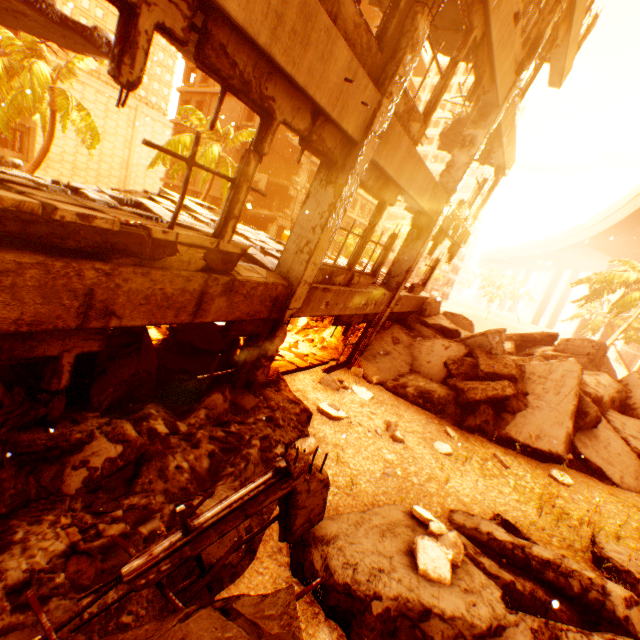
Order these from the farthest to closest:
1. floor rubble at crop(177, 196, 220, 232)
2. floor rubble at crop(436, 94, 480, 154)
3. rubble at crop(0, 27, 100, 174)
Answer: rubble at crop(0, 27, 100, 174) < floor rubble at crop(436, 94, 480, 154) < floor rubble at crop(177, 196, 220, 232)

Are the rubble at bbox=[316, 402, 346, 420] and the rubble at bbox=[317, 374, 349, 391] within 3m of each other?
yes

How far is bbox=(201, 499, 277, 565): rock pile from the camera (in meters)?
3.02

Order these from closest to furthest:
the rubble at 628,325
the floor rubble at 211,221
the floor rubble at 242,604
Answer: the floor rubble at 242,604, the floor rubble at 211,221, the rubble at 628,325

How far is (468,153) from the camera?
8.4m

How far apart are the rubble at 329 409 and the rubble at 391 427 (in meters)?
0.97

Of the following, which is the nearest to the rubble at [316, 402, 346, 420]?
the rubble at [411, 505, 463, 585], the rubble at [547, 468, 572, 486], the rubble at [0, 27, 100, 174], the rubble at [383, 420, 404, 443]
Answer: the rubble at [383, 420, 404, 443]

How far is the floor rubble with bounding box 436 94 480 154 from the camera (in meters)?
9.34
